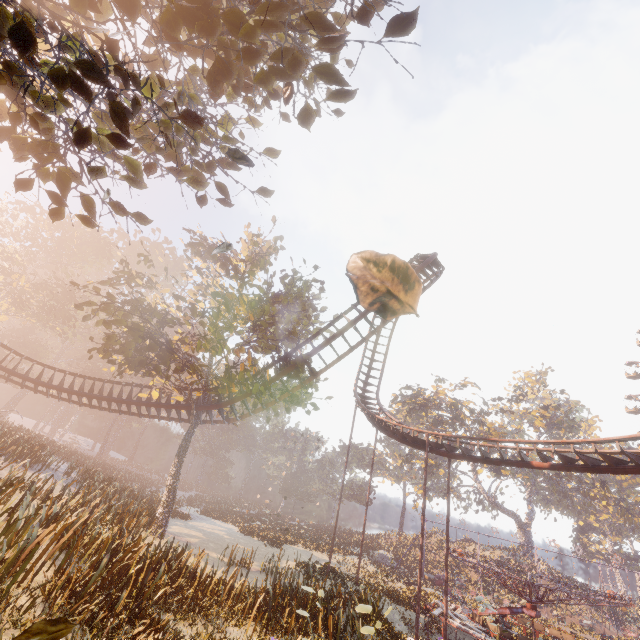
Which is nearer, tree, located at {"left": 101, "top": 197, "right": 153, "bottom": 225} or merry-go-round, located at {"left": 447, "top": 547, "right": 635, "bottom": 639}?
tree, located at {"left": 101, "top": 197, "right": 153, "bottom": 225}

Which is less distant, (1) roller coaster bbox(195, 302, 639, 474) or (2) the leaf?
(2) the leaf

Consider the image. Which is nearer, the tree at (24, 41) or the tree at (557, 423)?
the tree at (24, 41)

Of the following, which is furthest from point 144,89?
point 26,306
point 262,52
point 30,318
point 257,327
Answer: point 30,318

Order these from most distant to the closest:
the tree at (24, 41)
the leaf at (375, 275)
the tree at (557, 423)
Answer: the tree at (557, 423) → the tree at (24, 41) → the leaf at (375, 275)

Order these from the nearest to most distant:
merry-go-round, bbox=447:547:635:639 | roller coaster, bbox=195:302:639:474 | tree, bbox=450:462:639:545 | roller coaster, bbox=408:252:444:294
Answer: roller coaster, bbox=195:302:639:474, merry-go-round, bbox=447:547:635:639, roller coaster, bbox=408:252:444:294, tree, bbox=450:462:639:545

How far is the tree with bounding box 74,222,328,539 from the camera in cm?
1686

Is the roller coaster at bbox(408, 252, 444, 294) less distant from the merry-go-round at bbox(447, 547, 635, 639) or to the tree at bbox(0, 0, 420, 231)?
the merry-go-round at bbox(447, 547, 635, 639)
